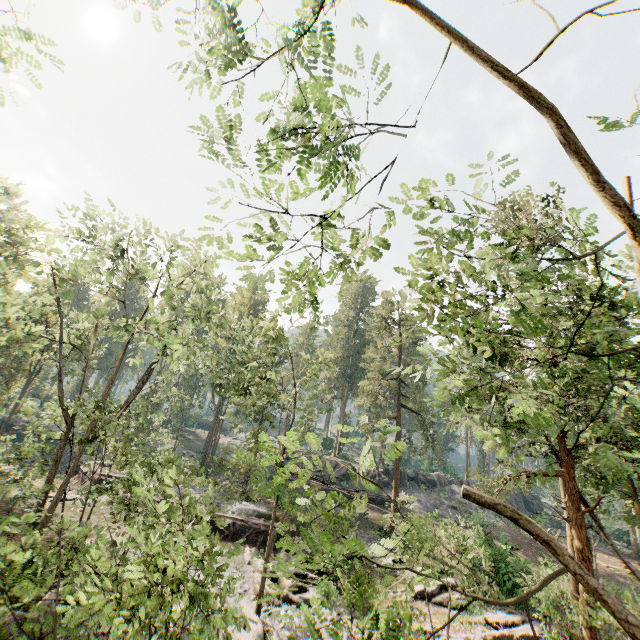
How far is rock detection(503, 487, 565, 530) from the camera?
41.6 meters

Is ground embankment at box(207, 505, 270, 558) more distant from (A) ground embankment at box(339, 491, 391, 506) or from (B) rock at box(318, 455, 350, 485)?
(B) rock at box(318, 455, 350, 485)

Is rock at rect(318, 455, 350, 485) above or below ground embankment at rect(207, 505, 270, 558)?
above

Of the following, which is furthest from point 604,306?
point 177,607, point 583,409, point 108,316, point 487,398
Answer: point 583,409

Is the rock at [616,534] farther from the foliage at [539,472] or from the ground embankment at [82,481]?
the ground embankment at [82,481]

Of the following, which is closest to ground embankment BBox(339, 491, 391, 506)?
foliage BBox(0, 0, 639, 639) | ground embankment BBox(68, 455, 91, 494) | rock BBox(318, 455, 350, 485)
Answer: rock BBox(318, 455, 350, 485)

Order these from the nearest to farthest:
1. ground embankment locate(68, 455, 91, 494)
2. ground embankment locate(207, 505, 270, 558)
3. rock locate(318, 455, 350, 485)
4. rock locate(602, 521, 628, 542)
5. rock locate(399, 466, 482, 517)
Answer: ground embankment locate(68, 455, 91, 494)
ground embankment locate(207, 505, 270, 558)
rock locate(399, 466, 482, 517)
rock locate(318, 455, 350, 485)
rock locate(602, 521, 628, 542)

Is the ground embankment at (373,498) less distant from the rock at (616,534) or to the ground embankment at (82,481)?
the rock at (616,534)
